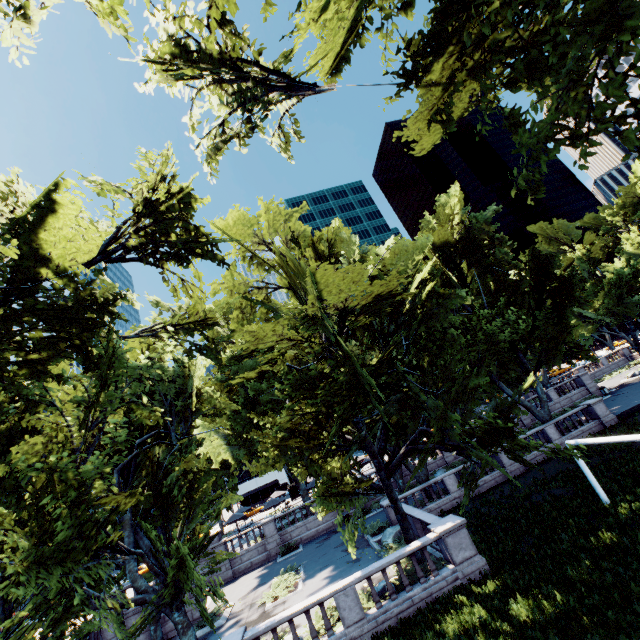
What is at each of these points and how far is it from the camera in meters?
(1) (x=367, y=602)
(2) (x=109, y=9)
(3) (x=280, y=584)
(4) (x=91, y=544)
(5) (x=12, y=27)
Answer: (1) bush, 14.2
(2) tree, 7.4
(3) bush, 20.9
(4) tree, 8.6
(5) tree, 5.4

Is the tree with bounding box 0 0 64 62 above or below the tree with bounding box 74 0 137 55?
below

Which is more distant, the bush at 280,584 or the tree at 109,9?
the bush at 280,584

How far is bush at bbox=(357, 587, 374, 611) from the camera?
13.80m

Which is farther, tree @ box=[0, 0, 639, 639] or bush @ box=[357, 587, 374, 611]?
bush @ box=[357, 587, 374, 611]

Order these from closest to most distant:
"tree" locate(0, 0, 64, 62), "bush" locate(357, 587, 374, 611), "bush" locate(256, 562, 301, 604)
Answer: "tree" locate(0, 0, 64, 62), "bush" locate(357, 587, 374, 611), "bush" locate(256, 562, 301, 604)

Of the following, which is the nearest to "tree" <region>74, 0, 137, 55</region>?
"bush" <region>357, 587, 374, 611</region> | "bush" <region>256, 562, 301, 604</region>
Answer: "bush" <region>357, 587, 374, 611</region>

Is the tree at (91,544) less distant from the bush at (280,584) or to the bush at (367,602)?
the bush at (367,602)
